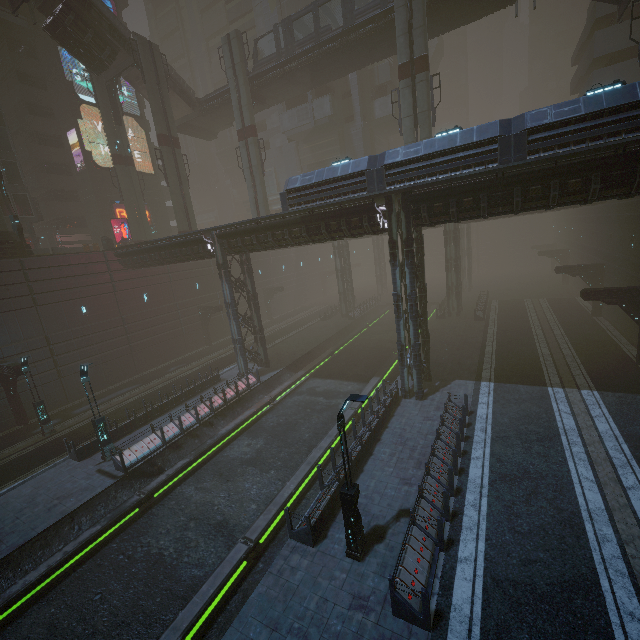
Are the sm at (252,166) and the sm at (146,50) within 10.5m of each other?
yes

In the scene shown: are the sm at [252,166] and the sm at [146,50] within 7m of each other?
yes

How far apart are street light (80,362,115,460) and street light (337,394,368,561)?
14.0 meters

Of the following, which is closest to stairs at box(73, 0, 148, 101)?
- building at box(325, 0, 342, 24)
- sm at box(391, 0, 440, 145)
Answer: building at box(325, 0, 342, 24)

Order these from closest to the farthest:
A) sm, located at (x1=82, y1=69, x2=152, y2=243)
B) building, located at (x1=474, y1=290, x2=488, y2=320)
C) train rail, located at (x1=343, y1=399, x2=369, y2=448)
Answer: train rail, located at (x1=343, y1=399, x2=369, y2=448) < sm, located at (x1=82, y1=69, x2=152, y2=243) < building, located at (x1=474, y1=290, x2=488, y2=320)

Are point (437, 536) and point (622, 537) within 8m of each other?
yes

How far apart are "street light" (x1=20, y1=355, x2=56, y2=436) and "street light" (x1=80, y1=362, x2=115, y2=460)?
6.66m

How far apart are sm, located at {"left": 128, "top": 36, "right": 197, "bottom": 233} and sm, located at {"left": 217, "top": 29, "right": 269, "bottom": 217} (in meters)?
5.38
